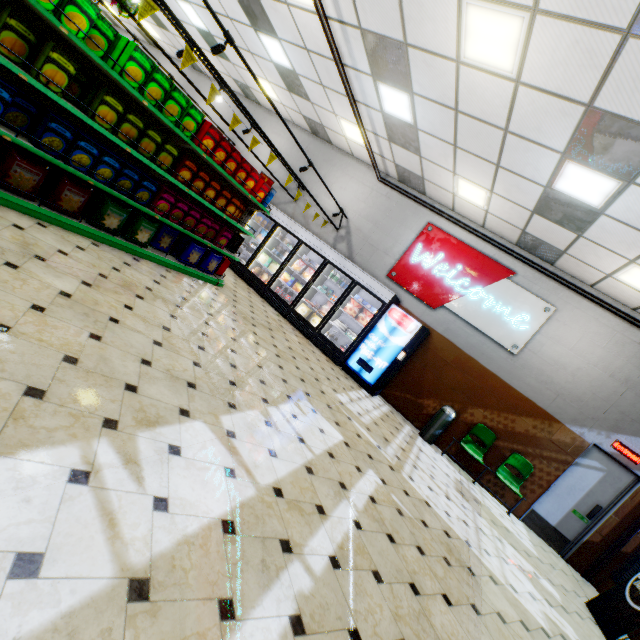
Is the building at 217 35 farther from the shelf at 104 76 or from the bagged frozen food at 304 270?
the bagged frozen food at 304 270

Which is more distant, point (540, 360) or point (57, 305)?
point (540, 360)

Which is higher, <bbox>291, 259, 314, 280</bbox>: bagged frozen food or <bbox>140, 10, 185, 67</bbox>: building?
<bbox>140, 10, 185, 67</bbox>: building

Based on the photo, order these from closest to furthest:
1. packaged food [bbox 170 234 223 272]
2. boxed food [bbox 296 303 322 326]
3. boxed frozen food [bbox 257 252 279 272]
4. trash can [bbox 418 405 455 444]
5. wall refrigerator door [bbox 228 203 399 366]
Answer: packaged food [bbox 170 234 223 272]
trash can [bbox 418 405 455 444]
wall refrigerator door [bbox 228 203 399 366]
boxed food [bbox 296 303 322 326]
boxed frozen food [bbox 257 252 279 272]

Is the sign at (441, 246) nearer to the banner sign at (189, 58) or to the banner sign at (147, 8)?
the banner sign at (189, 58)

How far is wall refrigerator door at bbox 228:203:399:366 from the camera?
8.09m

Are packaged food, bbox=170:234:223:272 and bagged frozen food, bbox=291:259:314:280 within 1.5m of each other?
no

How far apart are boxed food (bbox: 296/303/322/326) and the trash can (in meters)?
3.98
